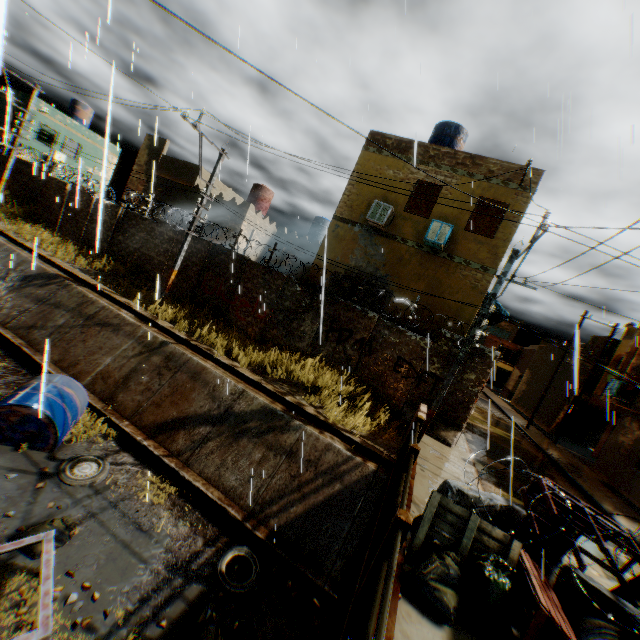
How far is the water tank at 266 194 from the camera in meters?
22.5

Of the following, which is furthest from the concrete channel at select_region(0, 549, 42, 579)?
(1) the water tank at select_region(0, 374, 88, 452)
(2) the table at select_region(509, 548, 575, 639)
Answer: (2) the table at select_region(509, 548, 575, 639)

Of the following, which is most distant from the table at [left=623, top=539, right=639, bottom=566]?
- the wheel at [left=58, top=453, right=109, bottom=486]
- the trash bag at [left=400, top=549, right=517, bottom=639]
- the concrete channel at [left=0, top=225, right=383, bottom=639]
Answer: the wheel at [left=58, top=453, right=109, bottom=486]

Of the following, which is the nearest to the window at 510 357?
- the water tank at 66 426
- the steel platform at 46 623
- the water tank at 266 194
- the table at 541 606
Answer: the water tank at 266 194

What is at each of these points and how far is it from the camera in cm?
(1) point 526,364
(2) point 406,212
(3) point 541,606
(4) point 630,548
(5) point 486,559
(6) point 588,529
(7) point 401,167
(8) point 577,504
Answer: (1) building, 4012
(2) building, 1310
(3) table, 342
(4) table, 436
(5) trash bag, 399
(6) table, 448
(7) building, 1329
(8) table, 485

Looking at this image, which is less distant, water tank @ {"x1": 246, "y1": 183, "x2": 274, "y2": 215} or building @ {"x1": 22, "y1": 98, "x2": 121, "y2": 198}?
water tank @ {"x1": 246, "y1": 183, "x2": 274, "y2": 215}

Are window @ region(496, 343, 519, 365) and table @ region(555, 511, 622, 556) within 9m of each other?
no

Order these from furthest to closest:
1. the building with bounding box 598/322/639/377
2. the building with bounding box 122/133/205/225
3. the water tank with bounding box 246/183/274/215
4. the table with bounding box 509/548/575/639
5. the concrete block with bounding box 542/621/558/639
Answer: the water tank with bounding box 246/183/274/215
the building with bounding box 122/133/205/225
the building with bounding box 598/322/639/377
the concrete block with bounding box 542/621/558/639
the table with bounding box 509/548/575/639
